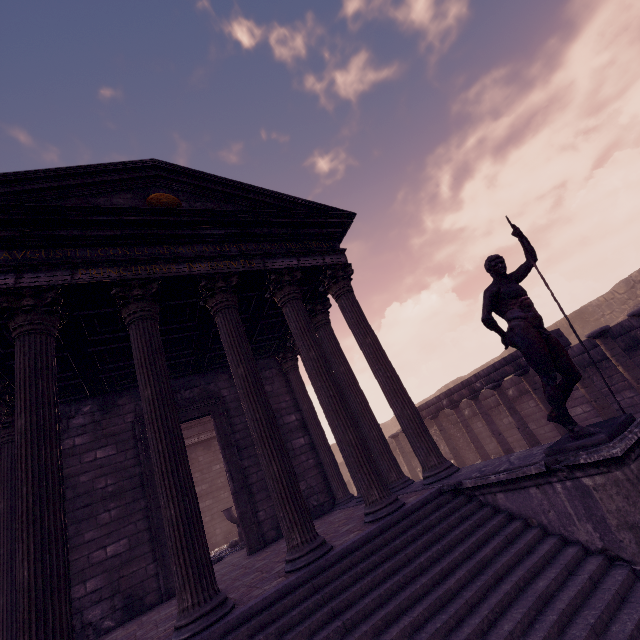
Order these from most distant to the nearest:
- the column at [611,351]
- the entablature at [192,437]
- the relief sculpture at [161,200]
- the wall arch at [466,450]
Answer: the entablature at [192,437]
the wall arch at [466,450]
the column at [611,351]
the relief sculpture at [161,200]

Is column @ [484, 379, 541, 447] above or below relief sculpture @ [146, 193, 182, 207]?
below

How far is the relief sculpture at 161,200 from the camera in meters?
6.3

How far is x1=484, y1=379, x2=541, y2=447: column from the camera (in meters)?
9.78

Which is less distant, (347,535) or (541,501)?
(541,501)

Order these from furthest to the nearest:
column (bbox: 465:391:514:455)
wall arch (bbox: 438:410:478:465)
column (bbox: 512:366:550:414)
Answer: wall arch (bbox: 438:410:478:465) < column (bbox: 465:391:514:455) < column (bbox: 512:366:550:414)

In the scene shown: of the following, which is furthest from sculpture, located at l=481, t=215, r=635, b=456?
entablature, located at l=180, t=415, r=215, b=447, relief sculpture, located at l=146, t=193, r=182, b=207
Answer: entablature, located at l=180, t=415, r=215, b=447

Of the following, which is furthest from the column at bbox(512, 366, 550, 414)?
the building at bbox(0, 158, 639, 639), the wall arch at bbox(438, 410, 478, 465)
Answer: the wall arch at bbox(438, 410, 478, 465)
